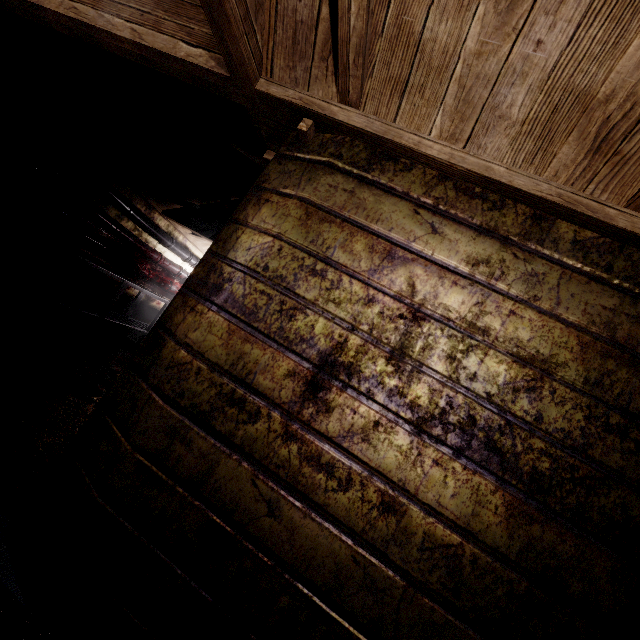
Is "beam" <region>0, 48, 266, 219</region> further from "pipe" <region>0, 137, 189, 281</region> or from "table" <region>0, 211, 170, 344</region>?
"table" <region>0, 211, 170, 344</region>

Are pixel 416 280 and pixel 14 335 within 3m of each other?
no

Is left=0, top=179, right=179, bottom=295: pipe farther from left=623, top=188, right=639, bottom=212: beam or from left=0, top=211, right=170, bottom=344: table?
left=623, top=188, right=639, bottom=212: beam

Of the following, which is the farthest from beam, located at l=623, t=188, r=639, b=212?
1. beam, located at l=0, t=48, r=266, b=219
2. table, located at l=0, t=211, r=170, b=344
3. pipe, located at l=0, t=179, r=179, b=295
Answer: pipe, located at l=0, t=179, r=179, b=295

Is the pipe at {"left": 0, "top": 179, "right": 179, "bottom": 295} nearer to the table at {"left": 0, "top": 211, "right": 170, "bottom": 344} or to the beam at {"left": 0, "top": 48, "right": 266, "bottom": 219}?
the table at {"left": 0, "top": 211, "right": 170, "bottom": 344}

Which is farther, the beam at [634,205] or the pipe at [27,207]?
the pipe at [27,207]

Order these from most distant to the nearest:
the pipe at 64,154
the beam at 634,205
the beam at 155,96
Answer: the pipe at 64,154 < the beam at 155,96 < the beam at 634,205

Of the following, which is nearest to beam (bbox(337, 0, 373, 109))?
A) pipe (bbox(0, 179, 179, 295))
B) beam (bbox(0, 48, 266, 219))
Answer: beam (bbox(0, 48, 266, 219))
